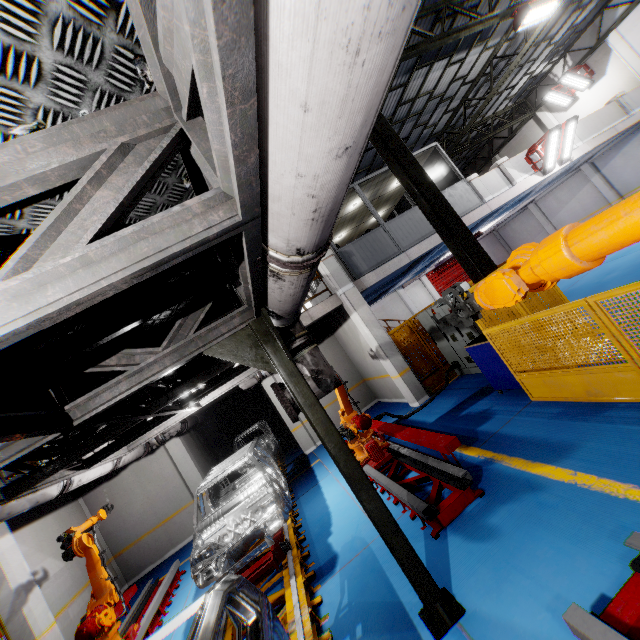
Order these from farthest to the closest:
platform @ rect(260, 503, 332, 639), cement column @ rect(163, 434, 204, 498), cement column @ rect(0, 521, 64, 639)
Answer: cement column @ rect(163, 434, 204, 498)
cement column @ rect(0, 521, 64, 639)
platform @ rect(260, 503, 332, 639)

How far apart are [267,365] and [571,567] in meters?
3.2 m

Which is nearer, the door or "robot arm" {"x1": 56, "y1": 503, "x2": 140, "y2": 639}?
"robot arm" {"x1": 56, "y1": 503, "x2": 140, "y2": 639}

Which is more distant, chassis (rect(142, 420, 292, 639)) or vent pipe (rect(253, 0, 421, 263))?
chassis (rect(142, 420, 292, 639))

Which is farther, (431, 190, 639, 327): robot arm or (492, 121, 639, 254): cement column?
(492, 121, 639, 254): cement column

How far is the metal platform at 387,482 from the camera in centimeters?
412cm

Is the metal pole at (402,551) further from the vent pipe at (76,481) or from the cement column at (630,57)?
the cement column at (630,57)

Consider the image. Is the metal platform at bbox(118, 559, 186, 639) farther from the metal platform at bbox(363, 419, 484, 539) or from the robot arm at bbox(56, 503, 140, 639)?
the metal platform at bbox(363, 419, 484, 539)
